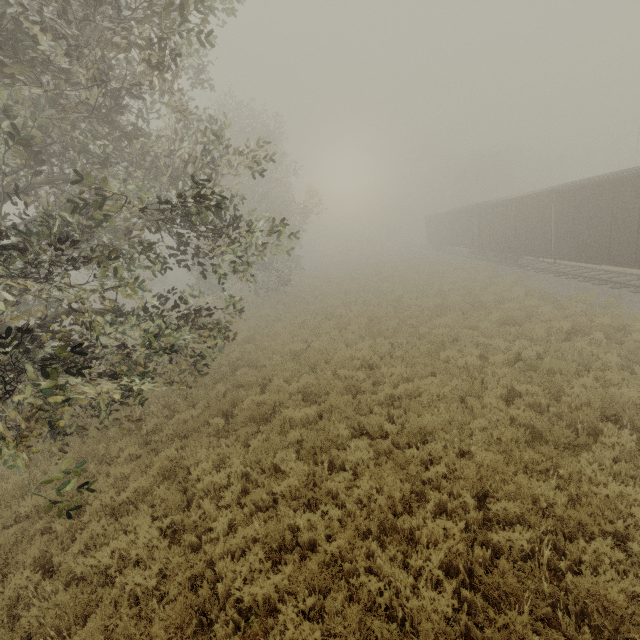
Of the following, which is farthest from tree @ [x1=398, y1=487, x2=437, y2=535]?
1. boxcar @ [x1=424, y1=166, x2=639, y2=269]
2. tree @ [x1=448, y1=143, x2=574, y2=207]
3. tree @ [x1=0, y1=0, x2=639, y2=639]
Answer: tree @ [x1=448, y1=143, x2=574, y2=207]

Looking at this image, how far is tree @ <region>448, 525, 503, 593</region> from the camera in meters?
4.4 m

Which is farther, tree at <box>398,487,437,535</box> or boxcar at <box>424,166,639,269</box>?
boxcar at <box>424,166,639,269</box>

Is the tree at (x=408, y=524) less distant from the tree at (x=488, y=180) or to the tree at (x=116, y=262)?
the tree at (x=116, y=262)

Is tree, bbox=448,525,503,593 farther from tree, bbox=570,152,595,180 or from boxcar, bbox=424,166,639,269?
tree, bbox=570,152,595,180

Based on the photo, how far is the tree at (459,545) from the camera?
4.4m

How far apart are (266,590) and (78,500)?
5.1m

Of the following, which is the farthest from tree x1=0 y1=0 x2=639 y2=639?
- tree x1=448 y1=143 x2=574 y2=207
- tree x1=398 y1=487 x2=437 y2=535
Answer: tree x1=448 y1=143 x2=574 y2=207
